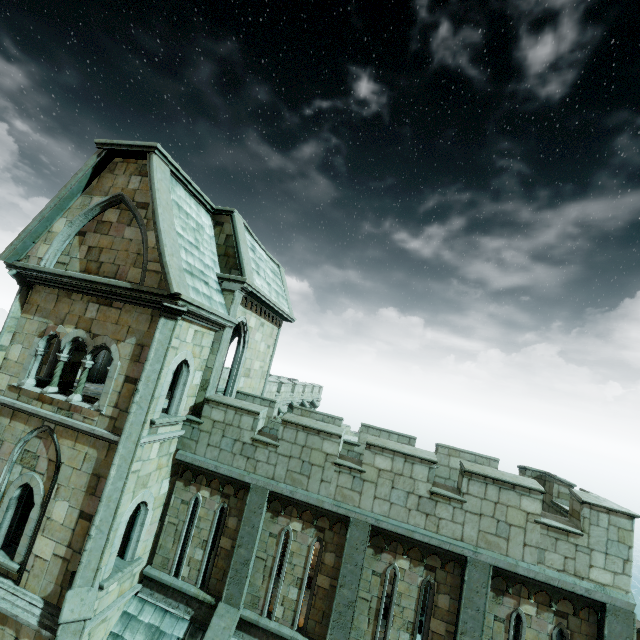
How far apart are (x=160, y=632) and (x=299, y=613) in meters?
4.2
